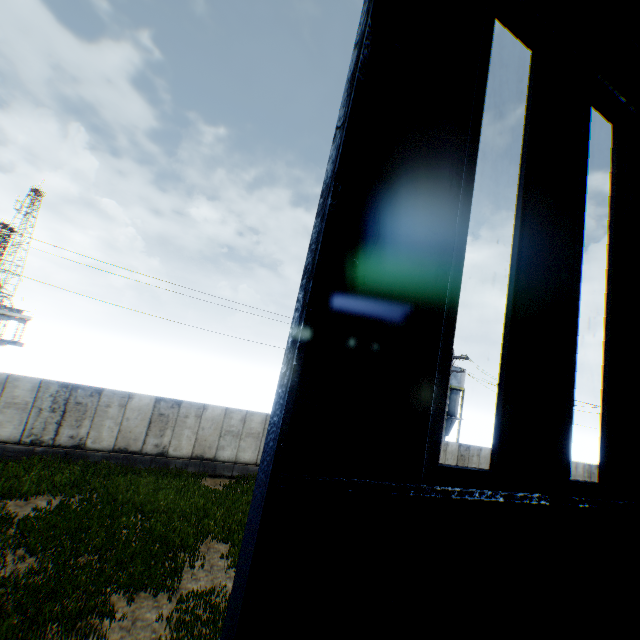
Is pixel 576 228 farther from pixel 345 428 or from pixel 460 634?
pixel 460 634

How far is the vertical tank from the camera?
48.75m

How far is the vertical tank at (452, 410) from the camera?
48.8m

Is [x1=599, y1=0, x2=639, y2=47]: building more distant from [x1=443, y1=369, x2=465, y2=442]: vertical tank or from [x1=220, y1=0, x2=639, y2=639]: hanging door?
[x1=443, y1=369, x2=465, y2=442]: vertical tank

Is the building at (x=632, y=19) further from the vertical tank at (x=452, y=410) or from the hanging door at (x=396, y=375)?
the vertical tank at (x=452, y=410)

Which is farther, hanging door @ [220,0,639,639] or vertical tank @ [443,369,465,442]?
vertical tank @ [443,369,465,442]

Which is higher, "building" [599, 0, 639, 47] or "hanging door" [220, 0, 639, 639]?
"building" [599, 0, 639, 47]

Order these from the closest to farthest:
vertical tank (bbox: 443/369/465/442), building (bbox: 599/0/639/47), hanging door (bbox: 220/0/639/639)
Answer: hanging door (bbox: 220/0/639/639), building (bbox: 599/0/639/47), vertical tank (bbox: 443/369/465/442)
